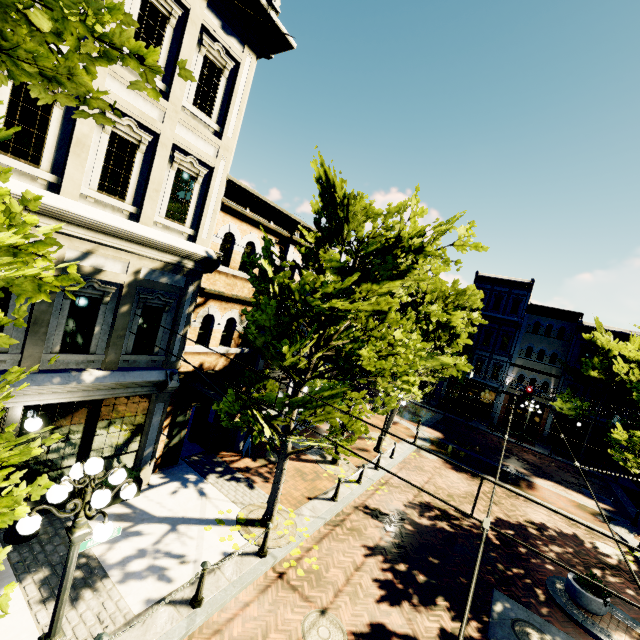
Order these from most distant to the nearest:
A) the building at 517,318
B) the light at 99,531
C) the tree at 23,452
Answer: the building at 517,318
the light at 99,531
the tree at 23,452

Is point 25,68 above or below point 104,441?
above

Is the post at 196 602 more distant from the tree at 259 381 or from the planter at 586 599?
the planter at 586 599

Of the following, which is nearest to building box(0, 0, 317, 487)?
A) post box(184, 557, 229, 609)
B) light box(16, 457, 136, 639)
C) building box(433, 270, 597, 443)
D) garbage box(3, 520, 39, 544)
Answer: garbage box(3, 520, 39, 544)

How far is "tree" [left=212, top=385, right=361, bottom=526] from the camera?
7.51m

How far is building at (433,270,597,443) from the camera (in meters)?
28.70
